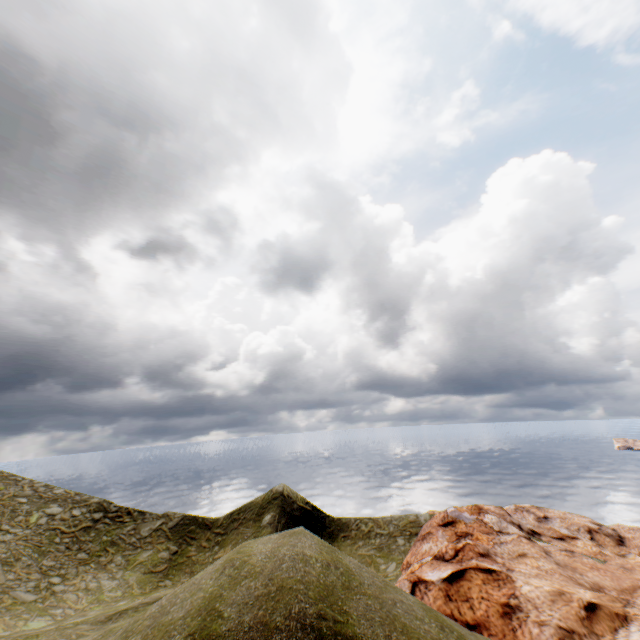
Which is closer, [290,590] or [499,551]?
[290,590]
